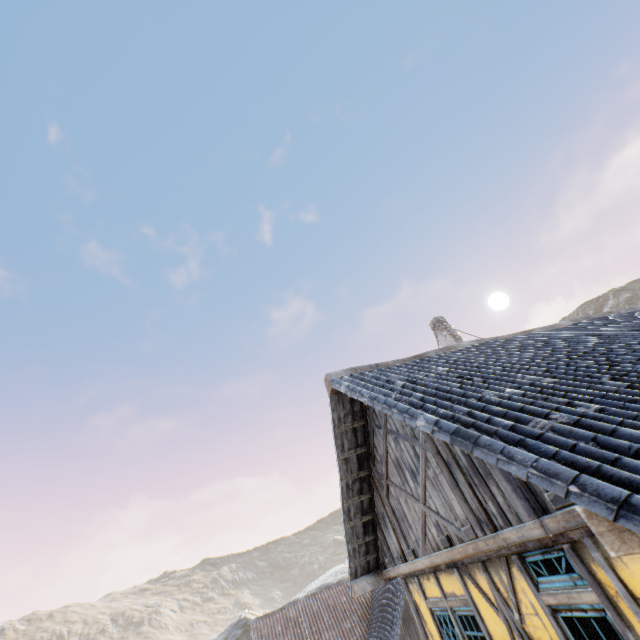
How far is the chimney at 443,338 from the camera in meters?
11.3

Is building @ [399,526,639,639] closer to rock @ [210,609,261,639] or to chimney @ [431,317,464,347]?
chimney @ [431,317,464,347]

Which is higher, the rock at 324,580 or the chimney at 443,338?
the chimney at 443,338

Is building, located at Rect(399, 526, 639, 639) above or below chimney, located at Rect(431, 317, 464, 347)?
below

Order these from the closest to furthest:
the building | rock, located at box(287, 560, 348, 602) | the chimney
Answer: the building → the chimney → rock, located at box(287, 560, 348, 602)

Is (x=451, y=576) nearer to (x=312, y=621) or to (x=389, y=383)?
(x=389, y=383)

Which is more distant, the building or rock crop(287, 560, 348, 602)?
rock crop(287, 560, 348, 602)
